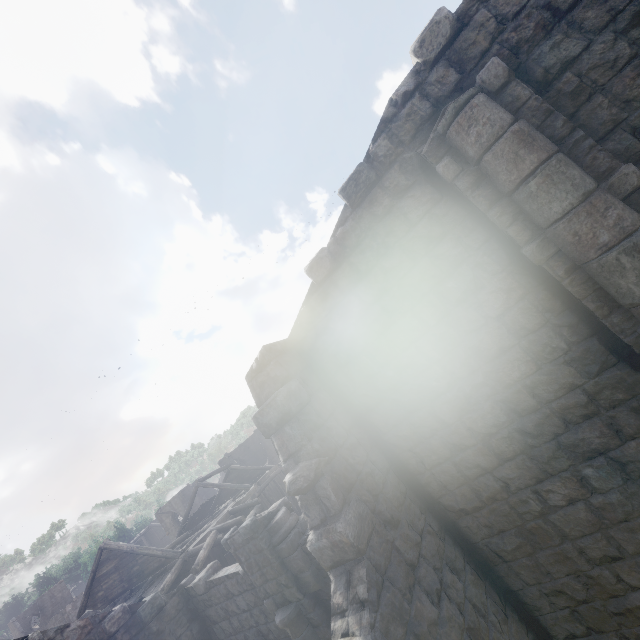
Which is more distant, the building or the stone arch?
the stone arch

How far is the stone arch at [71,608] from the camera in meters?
50.2 m

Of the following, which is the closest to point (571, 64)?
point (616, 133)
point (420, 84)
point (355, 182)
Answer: point (616, 133)

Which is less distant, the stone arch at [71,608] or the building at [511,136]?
the building at [511,136]

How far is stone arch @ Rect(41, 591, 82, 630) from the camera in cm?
5019
